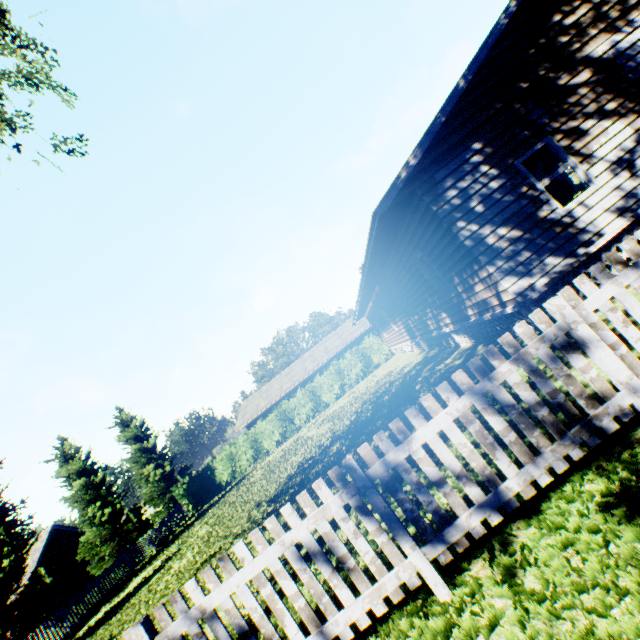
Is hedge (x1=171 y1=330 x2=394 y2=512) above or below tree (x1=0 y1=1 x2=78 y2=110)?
below

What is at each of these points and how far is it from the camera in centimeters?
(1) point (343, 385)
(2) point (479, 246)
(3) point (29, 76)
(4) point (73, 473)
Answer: (1) hedge, 2819cm
(2) house, 711cm
(3) tree, 1131cm
(4) tree, 2328cm

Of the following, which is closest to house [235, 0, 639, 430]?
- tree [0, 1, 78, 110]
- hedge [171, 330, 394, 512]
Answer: hedge [171, 330, 394, 512]

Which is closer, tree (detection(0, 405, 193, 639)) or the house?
the house

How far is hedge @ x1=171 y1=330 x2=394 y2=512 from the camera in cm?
2777

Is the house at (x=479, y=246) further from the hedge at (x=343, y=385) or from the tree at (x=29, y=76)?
the tree at (x=29, y=76)

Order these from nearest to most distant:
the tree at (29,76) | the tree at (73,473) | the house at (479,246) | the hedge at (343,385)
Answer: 1. the house at (479,246)
2. the tree at (29,76)
3. the tree at (73,473)
4. the hedge at (343,385)

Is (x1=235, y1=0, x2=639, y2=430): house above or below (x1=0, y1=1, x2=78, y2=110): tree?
below
